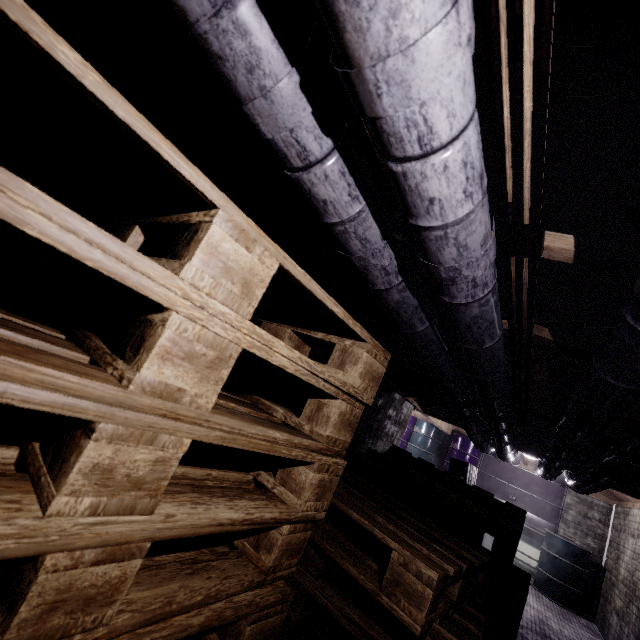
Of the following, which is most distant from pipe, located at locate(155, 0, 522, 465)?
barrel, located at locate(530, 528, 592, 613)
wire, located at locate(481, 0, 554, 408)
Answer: barrel, located at locate(530, 528, 592, 613)

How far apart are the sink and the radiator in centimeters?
5cm

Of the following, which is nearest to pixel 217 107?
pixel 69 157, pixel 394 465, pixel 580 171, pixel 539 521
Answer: pixel 69 157

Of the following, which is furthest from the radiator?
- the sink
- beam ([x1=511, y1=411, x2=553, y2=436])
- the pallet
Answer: the pallet

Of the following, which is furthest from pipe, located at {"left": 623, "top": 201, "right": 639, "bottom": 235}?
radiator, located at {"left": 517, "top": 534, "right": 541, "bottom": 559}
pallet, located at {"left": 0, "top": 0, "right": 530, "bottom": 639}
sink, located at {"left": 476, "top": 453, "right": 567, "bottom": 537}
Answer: radiator, located at {"left": 517, "top": 534, "right": 541, "bottom": 559}

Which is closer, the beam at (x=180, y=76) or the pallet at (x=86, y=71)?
the pallet at (x=86, y=71)

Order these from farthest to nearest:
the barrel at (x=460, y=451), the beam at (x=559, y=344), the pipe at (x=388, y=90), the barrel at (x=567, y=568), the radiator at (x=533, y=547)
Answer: the barrel at (x=460, y=451)
the radiator at (x=533, y=547)
the barrel at (x=567, y=568)
the beam at (x=559, y=344)
the pipe at (x=388, y=90)

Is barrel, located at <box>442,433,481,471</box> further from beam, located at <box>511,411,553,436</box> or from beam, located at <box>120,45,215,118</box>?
beam, located at <box>120,45,215,118</box>
